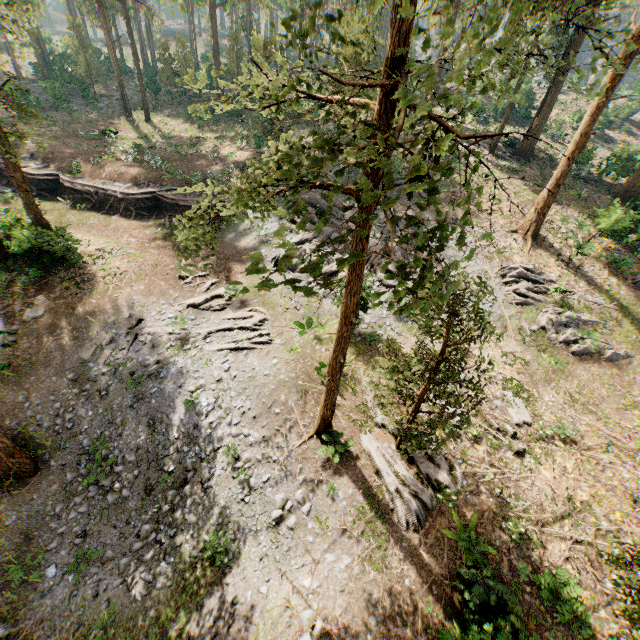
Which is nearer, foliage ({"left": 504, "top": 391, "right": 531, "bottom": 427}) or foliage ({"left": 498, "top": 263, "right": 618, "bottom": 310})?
foliage ({"left": 504, "top": 391, "right": 531, "bottom": 427})

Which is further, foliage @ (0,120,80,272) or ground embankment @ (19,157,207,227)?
ground embankment @ (19,157,207,227)

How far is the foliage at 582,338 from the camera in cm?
1912

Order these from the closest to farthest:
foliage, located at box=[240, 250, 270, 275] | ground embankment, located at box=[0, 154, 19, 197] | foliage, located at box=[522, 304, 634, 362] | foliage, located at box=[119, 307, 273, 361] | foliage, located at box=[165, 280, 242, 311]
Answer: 1. foliage, located at box=[240, 250, 270, 275]
2. foliage, located at box=[119, 307, 273, 361]
3. foliage, located at box=[522, 304, 634, 362]
4. foliage, located at box=[165, 280, 242, 311]
5. ground embankment, located at box=[0, 154, 19, 197]

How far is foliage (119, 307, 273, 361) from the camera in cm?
1781

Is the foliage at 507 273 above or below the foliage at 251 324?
above

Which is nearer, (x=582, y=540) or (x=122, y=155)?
(x=582, y=540)
